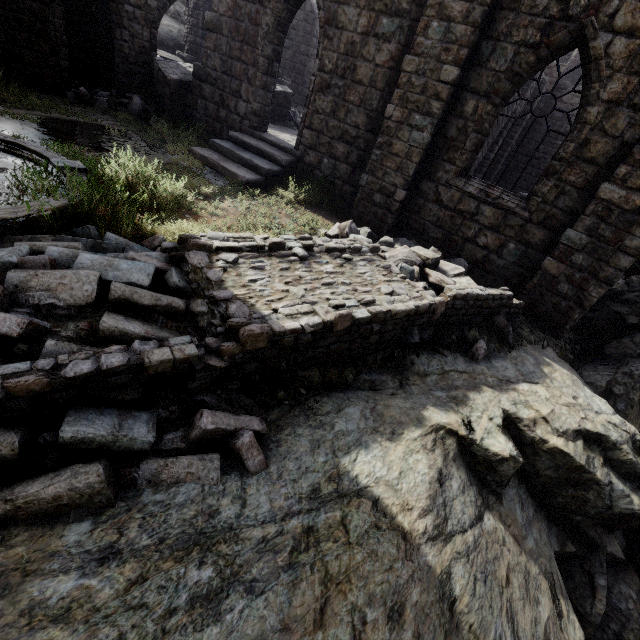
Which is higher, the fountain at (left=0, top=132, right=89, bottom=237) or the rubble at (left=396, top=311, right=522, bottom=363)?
the fountain at (left=0, top=132, right=89, bottom=237)

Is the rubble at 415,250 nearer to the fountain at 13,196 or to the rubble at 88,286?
the rubble at 88,286

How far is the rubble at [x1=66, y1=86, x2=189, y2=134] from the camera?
10.6 meters

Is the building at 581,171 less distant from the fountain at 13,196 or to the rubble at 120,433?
the rubble at 120,433

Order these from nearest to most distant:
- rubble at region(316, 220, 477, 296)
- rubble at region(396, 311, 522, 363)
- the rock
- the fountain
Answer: the rock < the fountain < rubble at region(396, 311, 522, 363) < rubble at region(316, 220, 477, 296)

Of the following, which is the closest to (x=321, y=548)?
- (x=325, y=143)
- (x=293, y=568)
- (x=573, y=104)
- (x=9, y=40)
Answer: (x=293, y=568)

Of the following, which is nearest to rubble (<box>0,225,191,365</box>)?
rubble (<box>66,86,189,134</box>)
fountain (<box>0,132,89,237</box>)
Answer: fountain (<box>0,132,89,237</box>)

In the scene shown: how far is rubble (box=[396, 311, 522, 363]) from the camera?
5.37m
